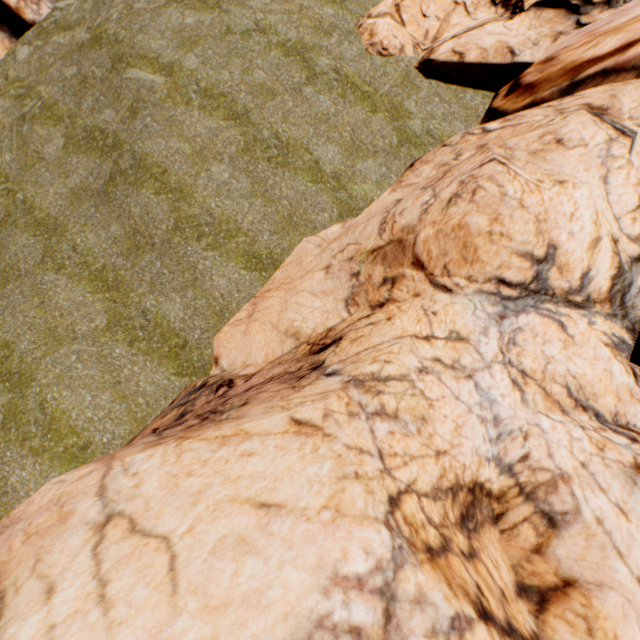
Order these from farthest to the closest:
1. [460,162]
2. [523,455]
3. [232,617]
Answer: [460,162]
[523,455]
[232,617]

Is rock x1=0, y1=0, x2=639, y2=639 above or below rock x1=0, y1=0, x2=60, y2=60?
below

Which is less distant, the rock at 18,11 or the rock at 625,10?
the rock at 625,10

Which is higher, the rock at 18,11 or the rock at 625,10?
the rock at 18,11

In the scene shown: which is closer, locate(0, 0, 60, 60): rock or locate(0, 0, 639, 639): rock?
locate(0, 0, 639, 639): rock
